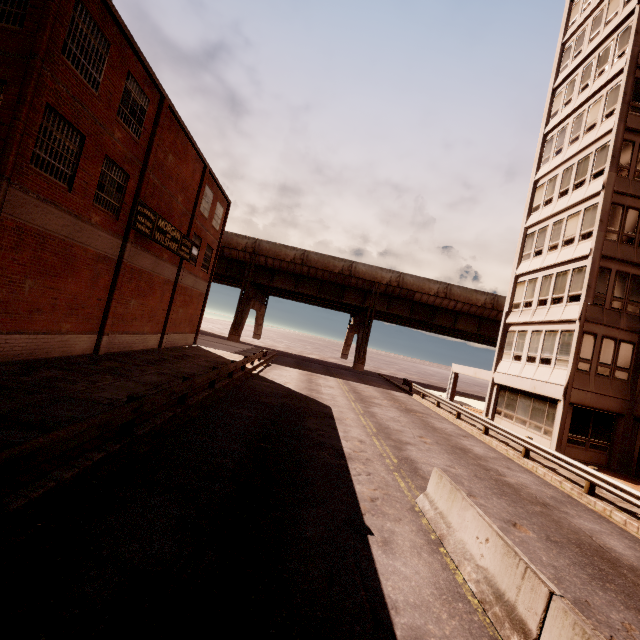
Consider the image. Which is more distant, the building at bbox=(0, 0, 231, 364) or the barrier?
the building at bbox=(0, 0, 231, 364)

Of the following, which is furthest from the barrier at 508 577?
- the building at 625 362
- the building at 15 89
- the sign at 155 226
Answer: the sign at 155 226

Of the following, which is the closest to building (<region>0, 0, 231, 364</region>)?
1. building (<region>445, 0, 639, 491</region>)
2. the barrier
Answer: the barrier

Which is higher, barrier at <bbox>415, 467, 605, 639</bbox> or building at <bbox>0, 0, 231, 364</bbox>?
building at <bbox>0, 0, 231, 364</bbox>

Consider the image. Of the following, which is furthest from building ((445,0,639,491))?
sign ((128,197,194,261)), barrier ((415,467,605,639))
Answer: sign ((128,197,194,261))

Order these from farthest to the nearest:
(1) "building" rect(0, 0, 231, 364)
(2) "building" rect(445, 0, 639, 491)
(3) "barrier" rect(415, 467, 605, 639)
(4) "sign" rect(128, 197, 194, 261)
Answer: (2) "building" rect(445, 0, 639, 491)
(4) "sign" rect(128, 197, 194, 261)
(1) "building" rect(0, 0, 231, 364)
(3) "barrier" rect(415, 467, 605, 639)

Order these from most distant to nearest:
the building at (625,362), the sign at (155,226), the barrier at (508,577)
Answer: the building at (625,362)
the sign at (155,226)
the barrier at (508,577)

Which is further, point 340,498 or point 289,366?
point 289,366
